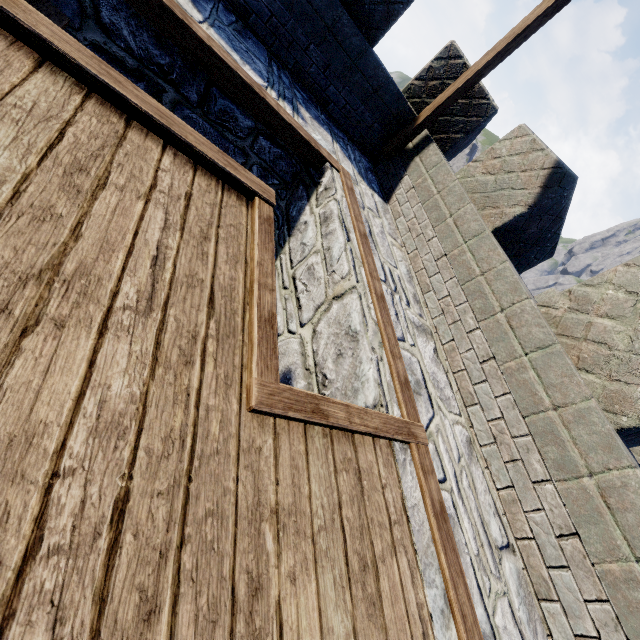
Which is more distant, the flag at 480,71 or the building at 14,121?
the flag at 480,71

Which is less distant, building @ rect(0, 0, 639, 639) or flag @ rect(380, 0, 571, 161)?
building @ rect(0, 0, 639, 639)

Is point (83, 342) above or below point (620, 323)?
below
